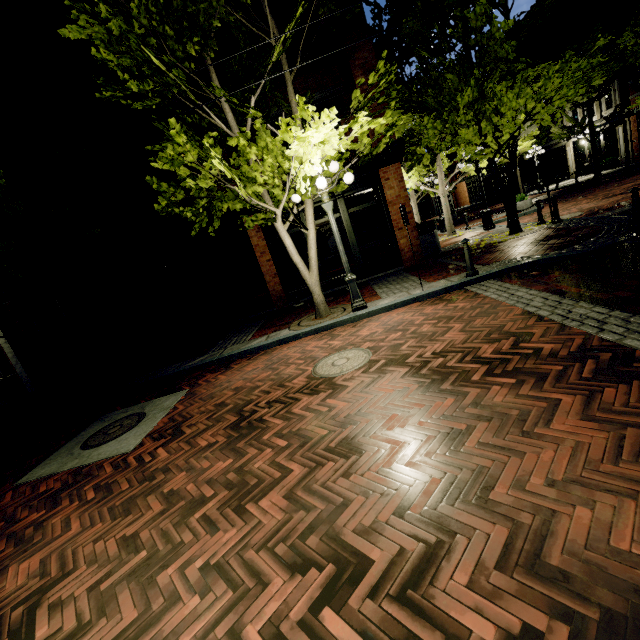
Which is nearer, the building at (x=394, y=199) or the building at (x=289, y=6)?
the building at (x=289, y=6)

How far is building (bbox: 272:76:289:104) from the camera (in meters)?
10.42

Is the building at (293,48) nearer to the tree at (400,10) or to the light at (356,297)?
the tree at (400,10)

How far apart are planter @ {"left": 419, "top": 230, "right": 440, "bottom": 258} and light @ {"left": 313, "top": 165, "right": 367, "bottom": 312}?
5.21m

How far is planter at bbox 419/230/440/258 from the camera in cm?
1183

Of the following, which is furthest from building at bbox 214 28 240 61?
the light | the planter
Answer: the light

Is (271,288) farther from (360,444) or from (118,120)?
(360,444)
